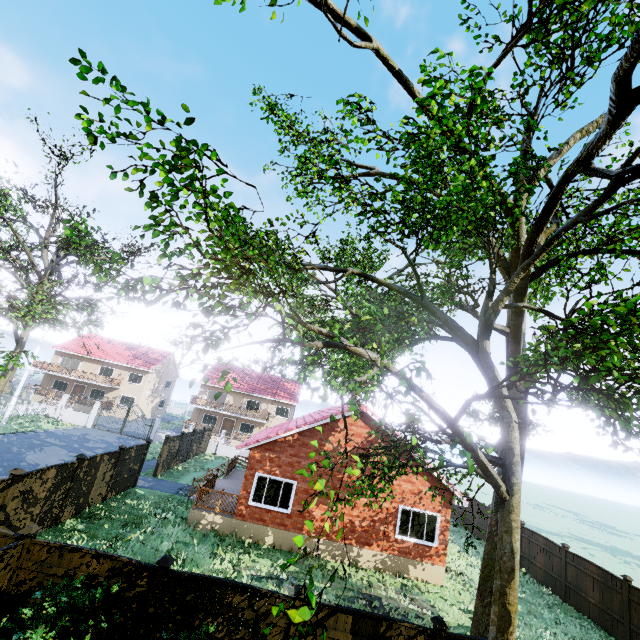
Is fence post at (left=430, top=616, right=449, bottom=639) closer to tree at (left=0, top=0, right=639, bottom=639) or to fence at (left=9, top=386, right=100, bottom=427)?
fence at (left=9, top=386, right=100, bottom=427)

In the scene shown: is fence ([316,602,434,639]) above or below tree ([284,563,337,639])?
below

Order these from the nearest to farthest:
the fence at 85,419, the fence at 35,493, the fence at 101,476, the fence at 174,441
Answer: the fence at 35,493 < the fence at 101,476 < the fence at 174,441 < the fence at 85,419

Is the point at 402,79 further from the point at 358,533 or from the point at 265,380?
the point at 265,380

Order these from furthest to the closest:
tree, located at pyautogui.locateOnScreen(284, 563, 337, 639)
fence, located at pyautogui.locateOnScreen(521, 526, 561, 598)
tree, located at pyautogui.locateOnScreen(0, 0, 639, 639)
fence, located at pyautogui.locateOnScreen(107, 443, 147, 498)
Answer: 1. fence, located at pyautogui.locateOnScreen(521, 526, 561, 598)
2. fence, located at pyautogui.locateOnScreen(107, 443, 147, 498)
3. tree, located at pyautogui.locateOnScreen(0, 0, 639, 639)
4. tree, located at pyautogui.locateOnScreen(284, 563, 337, 639)

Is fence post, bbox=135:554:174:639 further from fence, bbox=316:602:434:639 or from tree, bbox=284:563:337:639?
tree, bbox=284:563:337:639

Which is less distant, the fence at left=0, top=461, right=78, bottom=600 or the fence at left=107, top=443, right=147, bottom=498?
the fence at left=0, top=461, right=78, bottom=600

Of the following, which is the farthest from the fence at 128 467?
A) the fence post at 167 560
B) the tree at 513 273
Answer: the tree at 513 273
